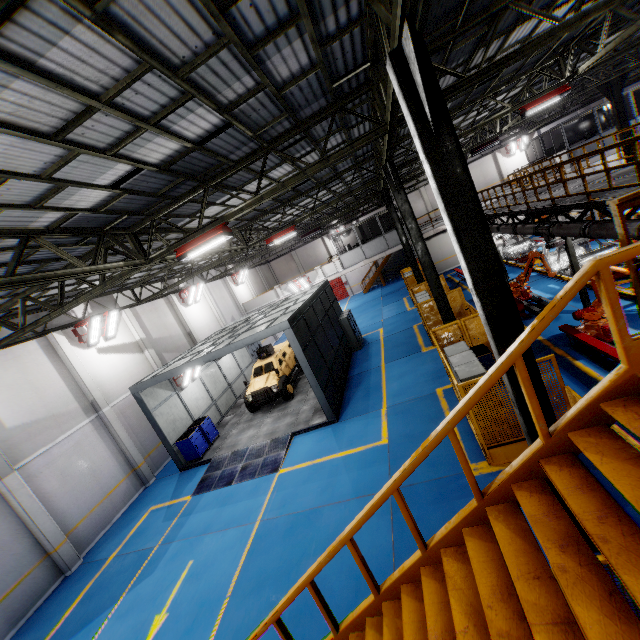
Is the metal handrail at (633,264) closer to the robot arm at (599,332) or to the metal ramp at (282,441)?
the robot arm at (599,332)

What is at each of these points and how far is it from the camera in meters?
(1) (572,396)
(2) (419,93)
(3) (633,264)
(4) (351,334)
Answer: (1) metal panel, 6.6
(2) metal pole, 4.0
(3) metal handrail, 2.6
(4) cabinet, 19.3

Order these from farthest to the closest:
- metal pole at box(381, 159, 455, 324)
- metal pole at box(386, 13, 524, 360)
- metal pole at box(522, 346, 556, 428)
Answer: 1. metal pole at box(381, 159, 455, 324)
2. metal pole at box(522, 346, 556, 428)
3. metal pole at box(386, 13, 524, 360)

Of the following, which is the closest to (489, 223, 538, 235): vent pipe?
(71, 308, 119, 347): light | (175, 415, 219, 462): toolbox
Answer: (175, 415, 219, 462): toolbox

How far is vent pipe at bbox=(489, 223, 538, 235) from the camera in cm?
1234

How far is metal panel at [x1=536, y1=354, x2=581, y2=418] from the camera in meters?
6.6

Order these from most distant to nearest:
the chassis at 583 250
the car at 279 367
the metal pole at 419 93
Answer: the car at 279 367, the chassis at 583 250, the metal pole at 419 93

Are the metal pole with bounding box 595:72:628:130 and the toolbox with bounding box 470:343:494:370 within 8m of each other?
no
